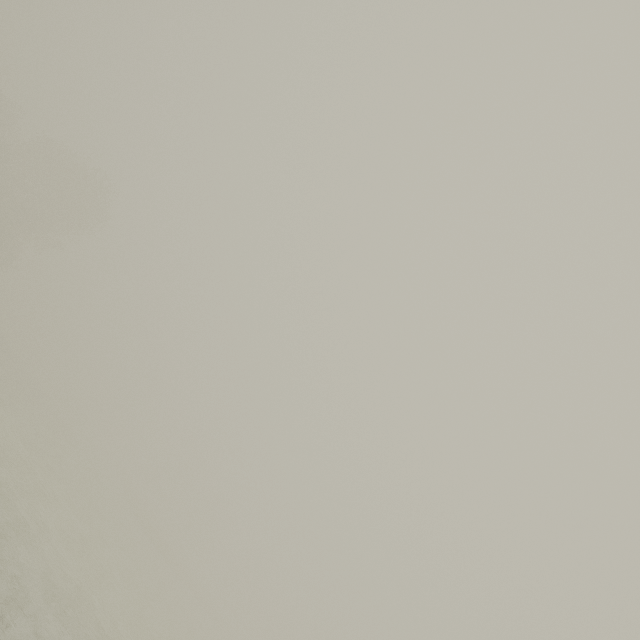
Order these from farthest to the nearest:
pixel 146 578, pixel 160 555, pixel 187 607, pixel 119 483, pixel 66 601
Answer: pixel 119 483 < pixel 160 555 < pixel 187 607 < pixel 146 578 < pixel 66 601
